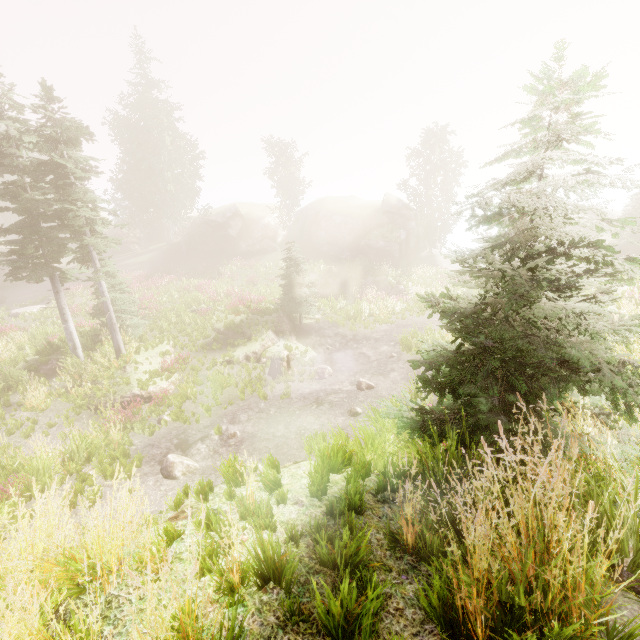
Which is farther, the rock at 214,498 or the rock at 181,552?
the rock at 214,498

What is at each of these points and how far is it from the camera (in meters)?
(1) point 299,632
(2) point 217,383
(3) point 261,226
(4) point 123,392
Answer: (1) rock, 2.10
(2) instancedfoliageactor, 13.09
(3) rock, 38.06
(4) rock, 12.45

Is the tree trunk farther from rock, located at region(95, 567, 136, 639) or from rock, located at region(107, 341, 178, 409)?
rock, located at region(95, 567, 136, 639)

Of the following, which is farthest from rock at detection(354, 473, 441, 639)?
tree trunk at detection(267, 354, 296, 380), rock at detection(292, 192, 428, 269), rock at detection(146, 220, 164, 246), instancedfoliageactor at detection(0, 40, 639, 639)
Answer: rock at detection(146, 220, 164, 246)

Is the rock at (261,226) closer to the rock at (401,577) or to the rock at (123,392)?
the rock at (123,392)

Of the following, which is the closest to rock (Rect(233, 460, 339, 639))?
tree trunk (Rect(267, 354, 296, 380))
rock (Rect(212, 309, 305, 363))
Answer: rock (Rect(212, 309, 305, 363))

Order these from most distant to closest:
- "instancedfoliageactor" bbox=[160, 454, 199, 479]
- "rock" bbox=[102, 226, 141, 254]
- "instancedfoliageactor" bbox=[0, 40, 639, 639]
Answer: "rock" bbox=[102, 226, 141, 254] < "instancedfoliageactor" bbox=[160, 454, 199, 479] < "instancedfoliageactor" bbox=[0, 40, 639, 639]

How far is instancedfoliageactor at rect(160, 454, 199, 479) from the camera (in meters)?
8.32
